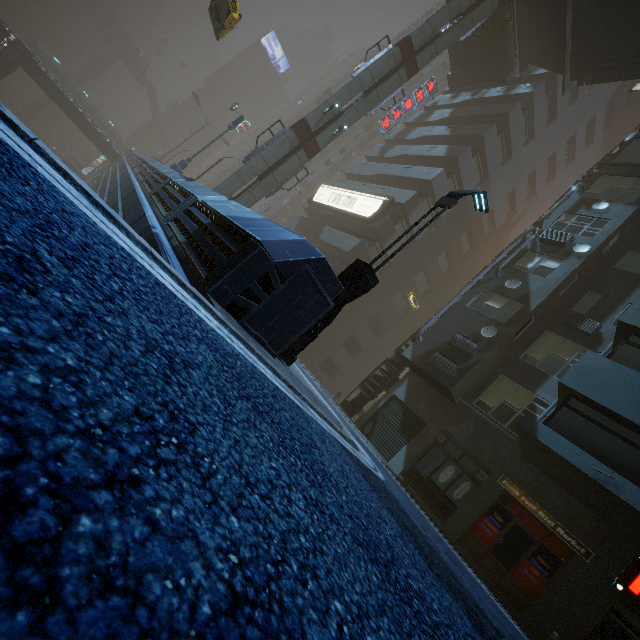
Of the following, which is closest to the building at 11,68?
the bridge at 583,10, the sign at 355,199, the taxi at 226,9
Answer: the sign at 355,199

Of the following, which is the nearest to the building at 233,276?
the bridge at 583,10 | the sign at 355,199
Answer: the sign at 355,199

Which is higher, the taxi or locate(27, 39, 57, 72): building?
the taxi

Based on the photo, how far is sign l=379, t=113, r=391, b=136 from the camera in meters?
33.5

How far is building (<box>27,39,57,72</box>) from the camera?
57.3m

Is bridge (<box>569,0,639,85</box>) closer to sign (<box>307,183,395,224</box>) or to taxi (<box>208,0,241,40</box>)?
sign (<box>307,183,395,224</box>)

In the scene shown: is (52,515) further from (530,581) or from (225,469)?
(530,581)

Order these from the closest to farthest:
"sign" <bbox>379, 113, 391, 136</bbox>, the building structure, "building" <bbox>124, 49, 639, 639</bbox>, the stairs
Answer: "building" <bbox>124, 49, 639, 639</bbox> < the building structure < the stairs < "sign" <bbox>379, 113, 391, 136</bbox>
